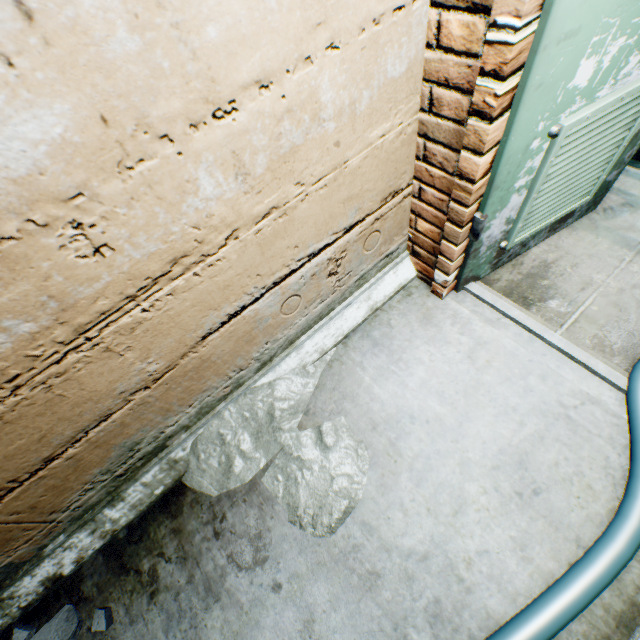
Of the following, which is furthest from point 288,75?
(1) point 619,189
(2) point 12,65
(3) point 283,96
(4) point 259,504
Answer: (1) point 619,189

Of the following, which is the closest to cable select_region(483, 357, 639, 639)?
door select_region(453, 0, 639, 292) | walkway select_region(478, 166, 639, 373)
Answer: walkway select_region(478, 166, 639, 373)

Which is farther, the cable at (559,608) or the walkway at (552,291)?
the walkway at (552,291)

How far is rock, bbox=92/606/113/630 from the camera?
1.28m

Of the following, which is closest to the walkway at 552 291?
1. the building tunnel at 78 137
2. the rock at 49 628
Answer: the building tunnel at 78 137

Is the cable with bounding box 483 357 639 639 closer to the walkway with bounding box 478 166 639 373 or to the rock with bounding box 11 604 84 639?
the walkway with bounding box 478 166 639 373

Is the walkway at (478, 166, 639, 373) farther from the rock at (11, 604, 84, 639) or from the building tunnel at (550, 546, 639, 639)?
the rock at (11, 604, 84, 639)

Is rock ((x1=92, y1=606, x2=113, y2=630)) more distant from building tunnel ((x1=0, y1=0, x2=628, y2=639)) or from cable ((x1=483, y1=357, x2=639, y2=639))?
cable ((x1=483, y1=357, x2=639, y2=639))
